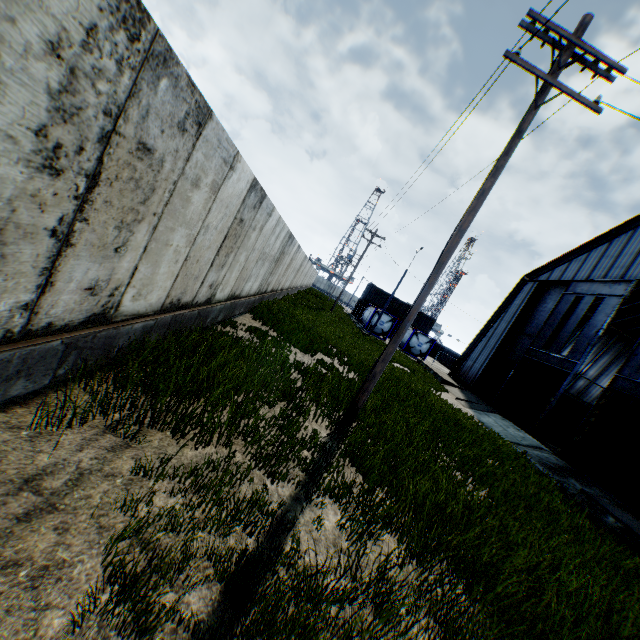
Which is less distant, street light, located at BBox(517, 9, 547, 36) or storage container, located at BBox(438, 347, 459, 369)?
street light, located at BBox(517, 9, 547, 36)

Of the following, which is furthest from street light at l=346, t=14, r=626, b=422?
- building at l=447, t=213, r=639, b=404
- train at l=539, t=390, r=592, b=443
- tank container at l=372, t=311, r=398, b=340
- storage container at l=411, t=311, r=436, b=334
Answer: storage container at l=411, t=311, r=436, b=334

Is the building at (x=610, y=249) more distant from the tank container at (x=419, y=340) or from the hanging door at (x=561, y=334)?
the tank container at (x=419, y=340)

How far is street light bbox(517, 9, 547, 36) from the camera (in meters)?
6.43

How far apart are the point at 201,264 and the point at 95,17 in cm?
407

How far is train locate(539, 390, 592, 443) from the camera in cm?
2572

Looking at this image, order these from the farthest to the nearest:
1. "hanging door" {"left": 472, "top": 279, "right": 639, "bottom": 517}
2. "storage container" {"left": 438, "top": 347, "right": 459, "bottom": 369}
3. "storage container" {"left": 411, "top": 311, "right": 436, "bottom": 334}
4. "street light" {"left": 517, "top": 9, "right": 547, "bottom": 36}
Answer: "storage container" {"left": 438, "top": 347, "right": 459, "bottom": 369}
"storage container" {"left": 411, "top": 311, "right": 436, "bottom": 334}
"hanging door" {"left": 472, "top": 279, "right": 639, "bottom": 517}
"street light" {"left": 517, "top": 9, "right": 547, "bottom": 36}

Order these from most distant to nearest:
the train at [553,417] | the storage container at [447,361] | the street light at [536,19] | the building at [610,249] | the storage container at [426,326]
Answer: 1. the storage container at [447,361]
2. the storage container at [426,326]
3. the train at [553,417]
4. the building at [610,249]
5. the street light at [536,19]
